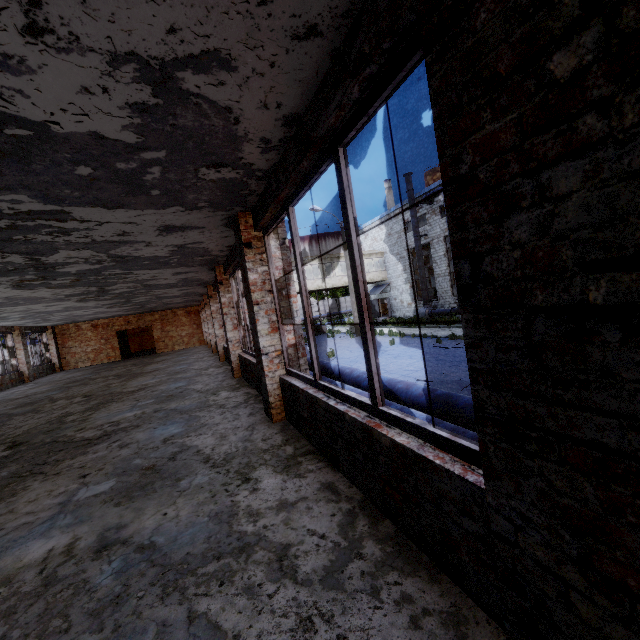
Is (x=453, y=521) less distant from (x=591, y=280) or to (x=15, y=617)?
(x=591, y=280)

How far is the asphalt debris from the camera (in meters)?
8.64

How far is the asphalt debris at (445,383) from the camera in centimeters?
864cm
